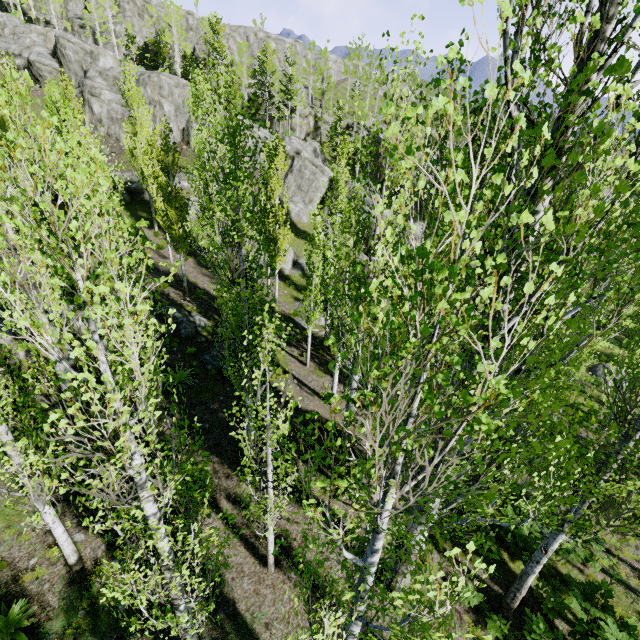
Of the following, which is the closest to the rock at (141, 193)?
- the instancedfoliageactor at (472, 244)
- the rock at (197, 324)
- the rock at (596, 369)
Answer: the instancedfoliageactor at (472, 244)

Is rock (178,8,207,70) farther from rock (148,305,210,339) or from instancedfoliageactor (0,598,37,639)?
A: rock (148,305,210,339)

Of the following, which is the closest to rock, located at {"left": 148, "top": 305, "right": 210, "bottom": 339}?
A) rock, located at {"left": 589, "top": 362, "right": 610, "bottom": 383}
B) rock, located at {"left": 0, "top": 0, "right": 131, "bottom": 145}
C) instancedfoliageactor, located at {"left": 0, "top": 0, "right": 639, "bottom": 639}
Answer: instancedfoliageactor, located at {"left": 0, "top": 0, "right": 639, "bottom": 639}

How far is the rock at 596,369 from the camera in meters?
22.7 m

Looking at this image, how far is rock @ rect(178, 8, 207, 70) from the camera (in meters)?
43.59

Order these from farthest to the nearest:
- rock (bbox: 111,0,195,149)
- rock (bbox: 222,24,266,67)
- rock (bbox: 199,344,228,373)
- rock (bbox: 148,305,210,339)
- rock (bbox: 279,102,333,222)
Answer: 1. rock (bbox: 222,24,266,67)
2. rock (bbox: 279,102,333,222)
3. rock (bbox: 111,0,195,149)
4. rock (bbox: 148,305,210,339)
5. rock (bbox: 199,344,228,373)

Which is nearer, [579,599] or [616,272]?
[616,272]

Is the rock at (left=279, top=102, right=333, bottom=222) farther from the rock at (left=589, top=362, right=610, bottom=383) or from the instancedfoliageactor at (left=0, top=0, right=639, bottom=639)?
the rock at (left=589, top=362, right=610, bottom=383)
